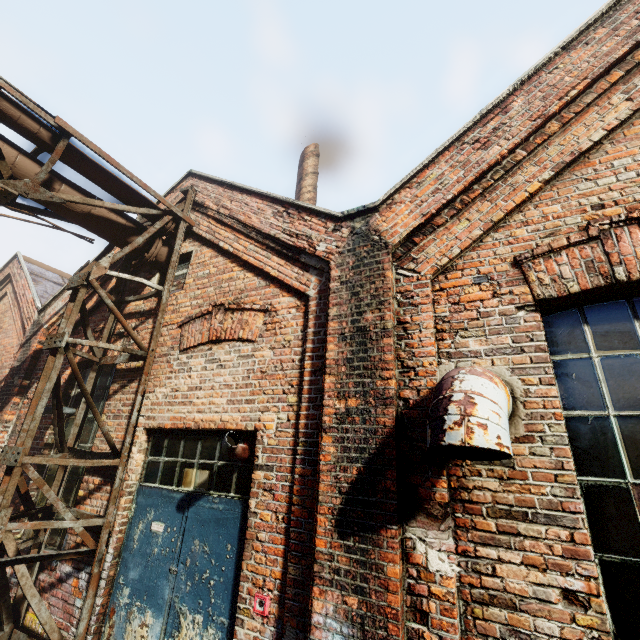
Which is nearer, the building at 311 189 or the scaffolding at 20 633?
the scaffolding at 20 633

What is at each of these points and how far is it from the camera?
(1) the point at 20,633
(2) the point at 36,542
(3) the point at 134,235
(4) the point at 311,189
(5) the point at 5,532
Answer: (1) scaffolding, 3.8m
(2) pipe, 4.1m
(3) pipe, 5.0m
(4) building, 7.9m
(5) scaffolding, 3.3m

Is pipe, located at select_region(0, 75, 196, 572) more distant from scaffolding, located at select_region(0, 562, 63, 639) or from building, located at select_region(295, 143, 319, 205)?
building, located at select_region(295, 143, 319, 205)

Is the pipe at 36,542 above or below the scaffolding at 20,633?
above

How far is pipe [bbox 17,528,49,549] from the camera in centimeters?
394cm

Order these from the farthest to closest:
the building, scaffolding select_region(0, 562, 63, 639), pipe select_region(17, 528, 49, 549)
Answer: the building → pipe select_region(17, 528, 49, 549) → scaffolding select_region(0, 562, 63, 639)

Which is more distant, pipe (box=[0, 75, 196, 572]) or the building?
the building
